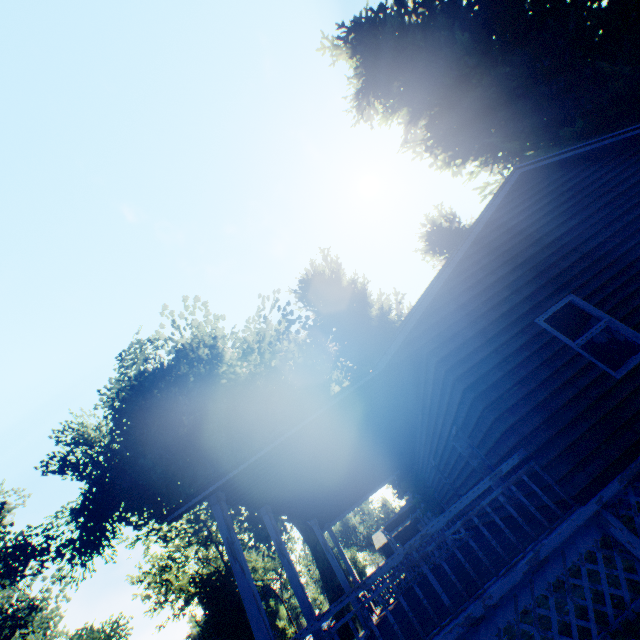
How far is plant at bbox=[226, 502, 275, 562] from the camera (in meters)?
30.62

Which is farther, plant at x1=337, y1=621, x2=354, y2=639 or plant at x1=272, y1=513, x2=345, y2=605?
plant at x1=272, y1=513, x2=345, y2=605

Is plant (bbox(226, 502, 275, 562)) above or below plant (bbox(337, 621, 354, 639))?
above

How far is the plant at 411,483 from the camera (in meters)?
15.55

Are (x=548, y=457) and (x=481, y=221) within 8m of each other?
yes

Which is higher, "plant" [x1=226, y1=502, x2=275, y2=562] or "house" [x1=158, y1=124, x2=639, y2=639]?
"plant" [x1=226, y1=502, x2=275, y2=562]

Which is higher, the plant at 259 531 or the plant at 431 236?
the plant at 431 236
